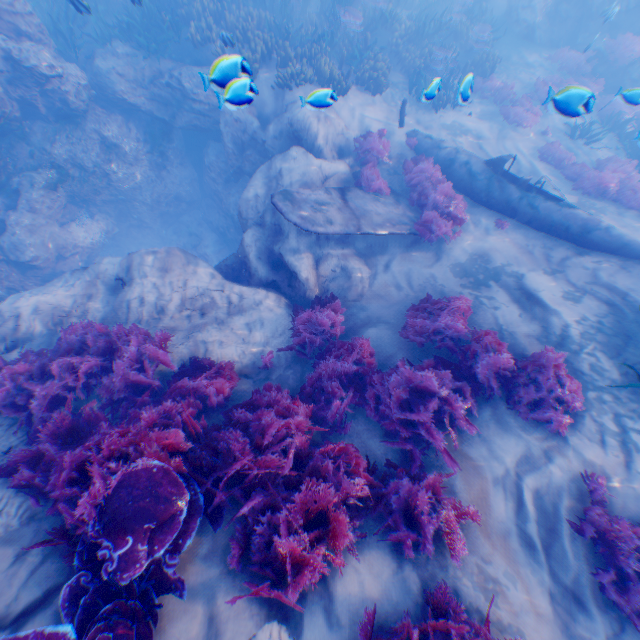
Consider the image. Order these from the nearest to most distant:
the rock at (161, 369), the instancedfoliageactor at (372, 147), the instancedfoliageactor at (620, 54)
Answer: the rock at (161, 369) → the instancedfoliageactor at (372, 147) → the instancedfoliageactor at (620, 54)

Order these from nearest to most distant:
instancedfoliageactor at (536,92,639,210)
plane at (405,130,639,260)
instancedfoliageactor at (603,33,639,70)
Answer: plane at (405,130,639,260) → instancedfoliageactor at (536,92,639,210) → instancedfoliageactor at (603,33,639,70)

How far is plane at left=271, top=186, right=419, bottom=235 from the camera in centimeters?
720cm

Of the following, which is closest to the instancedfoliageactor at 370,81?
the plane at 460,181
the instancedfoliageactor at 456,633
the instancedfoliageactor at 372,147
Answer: the plane at 460,181

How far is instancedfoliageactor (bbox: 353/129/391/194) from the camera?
9.16m

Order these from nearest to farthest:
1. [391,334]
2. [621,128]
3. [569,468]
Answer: [569,468] → [391,334] → [621,128]

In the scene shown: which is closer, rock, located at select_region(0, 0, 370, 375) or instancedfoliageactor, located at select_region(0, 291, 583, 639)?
instancedfoliageactor, located at select_region(0, 291, 583, 639)

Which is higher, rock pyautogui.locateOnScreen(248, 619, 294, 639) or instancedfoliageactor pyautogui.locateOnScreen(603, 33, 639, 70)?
instancedfoliageactor pyautogui.locateOnScreen(603, 33, 639, 70)
